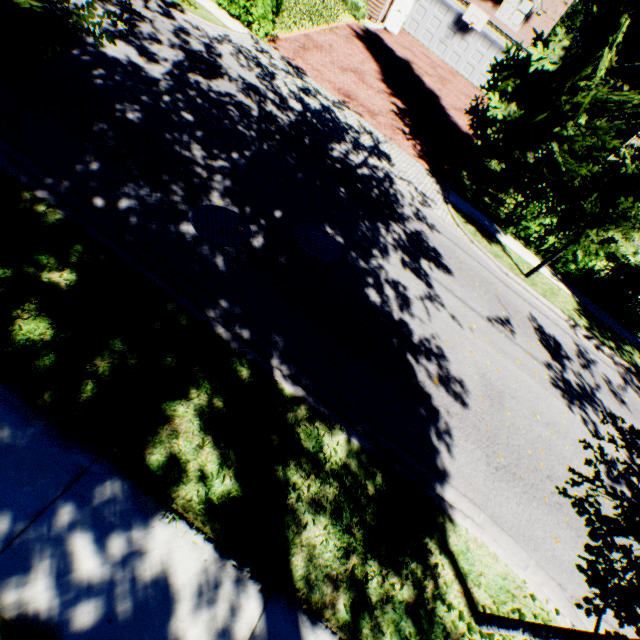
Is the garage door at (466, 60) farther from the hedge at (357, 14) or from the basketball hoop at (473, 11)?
the hedge at (357, 14)

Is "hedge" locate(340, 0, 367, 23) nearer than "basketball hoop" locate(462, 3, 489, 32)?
Yes

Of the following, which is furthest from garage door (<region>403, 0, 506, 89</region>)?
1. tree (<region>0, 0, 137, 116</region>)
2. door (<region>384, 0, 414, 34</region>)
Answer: tree (<region>0, 0, 137, 116</region>)

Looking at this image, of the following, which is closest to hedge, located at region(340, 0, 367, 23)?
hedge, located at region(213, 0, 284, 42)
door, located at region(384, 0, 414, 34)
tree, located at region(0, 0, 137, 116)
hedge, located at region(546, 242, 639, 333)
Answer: door, located at region(384, 0, 414, 34)

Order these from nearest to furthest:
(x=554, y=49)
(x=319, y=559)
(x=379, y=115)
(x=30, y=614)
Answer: (x=30, y=614) → (x=319, y=559) → (x=554, y=49) → (x=379, y=115)

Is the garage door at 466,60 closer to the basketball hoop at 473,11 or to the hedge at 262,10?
the basketball hoop at 473,11

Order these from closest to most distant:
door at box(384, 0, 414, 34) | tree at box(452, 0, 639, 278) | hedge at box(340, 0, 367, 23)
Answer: tree at box(452, 0, 639, 278) → hedge at box(340, 0, 367, 23) → door at box(384, 0, 414, 34)

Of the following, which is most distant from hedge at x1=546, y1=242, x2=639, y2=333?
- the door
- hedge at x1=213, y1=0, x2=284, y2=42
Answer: the door
